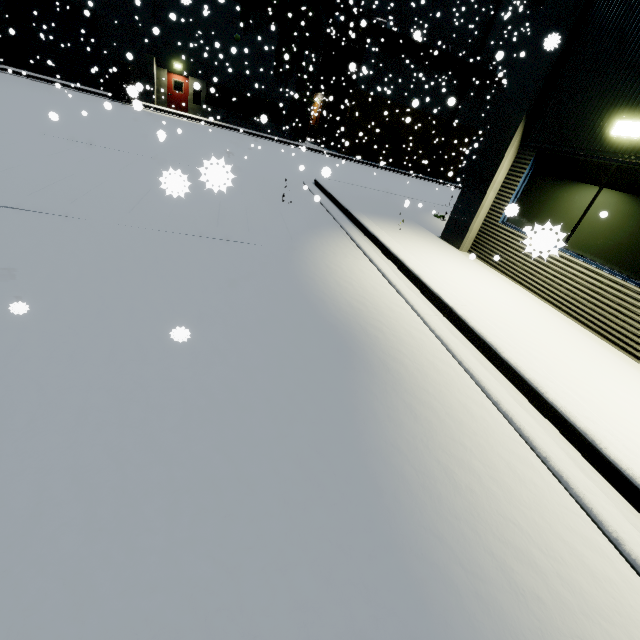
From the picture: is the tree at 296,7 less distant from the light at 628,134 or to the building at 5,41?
the building at 5,41

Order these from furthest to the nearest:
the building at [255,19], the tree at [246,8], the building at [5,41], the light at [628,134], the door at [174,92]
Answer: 1. the door at [174,92]
2. the tree at [246,8]
3. the building at [255,19]
4. the building at [5,41]
5. the light at [628,134]

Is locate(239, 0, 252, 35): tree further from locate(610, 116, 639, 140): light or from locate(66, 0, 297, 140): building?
locate(610, 116, 639, 140): light

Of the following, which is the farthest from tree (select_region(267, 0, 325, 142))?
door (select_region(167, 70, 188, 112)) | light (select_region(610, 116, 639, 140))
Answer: light (select_region(610, 116, 639, 140))

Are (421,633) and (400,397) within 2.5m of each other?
yes

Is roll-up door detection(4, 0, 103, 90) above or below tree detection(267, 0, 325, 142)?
below

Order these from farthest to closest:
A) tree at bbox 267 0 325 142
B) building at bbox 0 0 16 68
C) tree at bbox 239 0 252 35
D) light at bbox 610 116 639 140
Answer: tree at bbox 267 0 325 142 → tree at bbox 239 0 252 35 → building at bbox 0 0 16 68 → light at bbox 610 116 639 140

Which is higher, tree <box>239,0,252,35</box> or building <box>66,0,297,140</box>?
tree <box>239,0,252,35</box>
